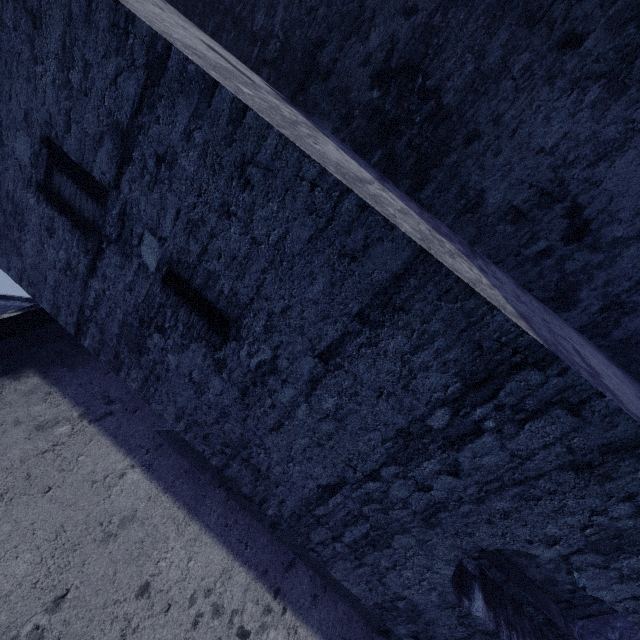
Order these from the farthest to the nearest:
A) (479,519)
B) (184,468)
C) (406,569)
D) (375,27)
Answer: (184,468) → (375,27) → (406,569) → (479,519)
